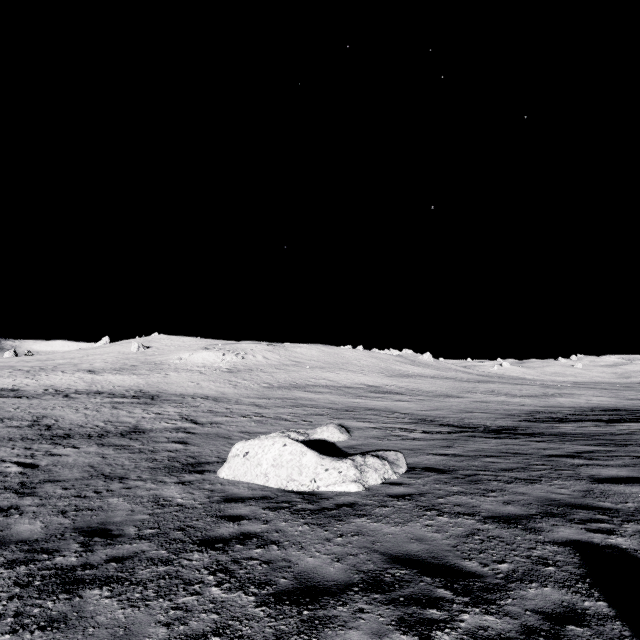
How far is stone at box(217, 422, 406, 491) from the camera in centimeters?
816cm

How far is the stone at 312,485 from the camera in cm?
816

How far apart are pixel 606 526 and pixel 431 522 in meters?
2.8
